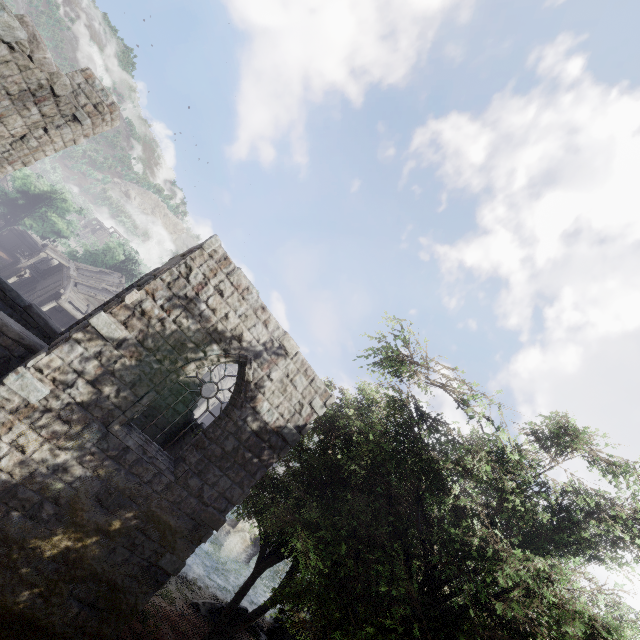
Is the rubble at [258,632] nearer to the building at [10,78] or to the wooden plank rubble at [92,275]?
the building at [10,78]

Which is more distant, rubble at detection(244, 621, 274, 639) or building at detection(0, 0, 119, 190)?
rubble at detection(244, 621, 274, 639)

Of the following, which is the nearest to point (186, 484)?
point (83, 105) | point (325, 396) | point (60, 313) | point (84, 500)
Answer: point (84, 500)

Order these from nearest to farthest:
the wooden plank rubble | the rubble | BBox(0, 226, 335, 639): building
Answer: BBox(0, 226, 335, 639): building
the rubble
the wooden plank rubble

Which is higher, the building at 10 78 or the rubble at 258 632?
the building at 10 78

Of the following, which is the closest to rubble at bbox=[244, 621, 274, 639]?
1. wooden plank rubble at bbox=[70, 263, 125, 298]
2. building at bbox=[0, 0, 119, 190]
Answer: building at bbox=[0, 0, 119, 190]

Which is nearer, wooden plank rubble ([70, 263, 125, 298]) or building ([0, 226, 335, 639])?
building ([0, 226, 335, 639])
